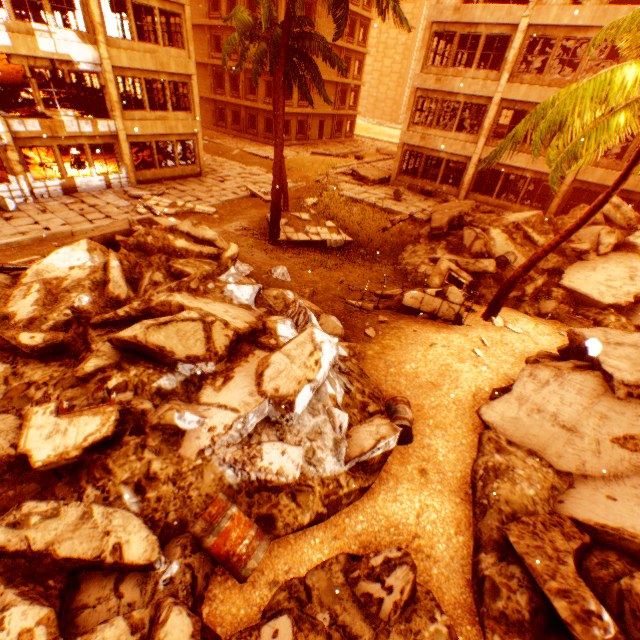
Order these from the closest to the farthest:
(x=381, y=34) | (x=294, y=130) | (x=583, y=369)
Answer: (x=583, y=369) < (x=294, y=130) < (x=381, y=34)

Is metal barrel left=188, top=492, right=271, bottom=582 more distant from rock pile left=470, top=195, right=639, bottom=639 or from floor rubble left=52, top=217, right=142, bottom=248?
floor rubble left=52, top=217, right=142, bottom=248

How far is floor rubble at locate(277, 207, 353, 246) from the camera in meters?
14.6

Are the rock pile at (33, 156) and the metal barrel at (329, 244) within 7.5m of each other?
no

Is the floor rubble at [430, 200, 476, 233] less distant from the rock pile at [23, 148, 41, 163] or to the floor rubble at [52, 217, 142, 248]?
the floor rubble at [52, 217, 142, 248]

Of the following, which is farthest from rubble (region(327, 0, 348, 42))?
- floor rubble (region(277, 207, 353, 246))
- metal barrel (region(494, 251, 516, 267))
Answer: metal barrel (region(494, 251, 516, 267))

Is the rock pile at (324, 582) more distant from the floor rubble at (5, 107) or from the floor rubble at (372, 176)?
the floor rubble at (5, 107)

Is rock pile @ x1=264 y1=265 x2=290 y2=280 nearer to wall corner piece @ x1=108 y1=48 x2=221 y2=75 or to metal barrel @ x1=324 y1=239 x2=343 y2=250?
wall corner piece @ x1=108 y1=48 x2=221 y2=75
